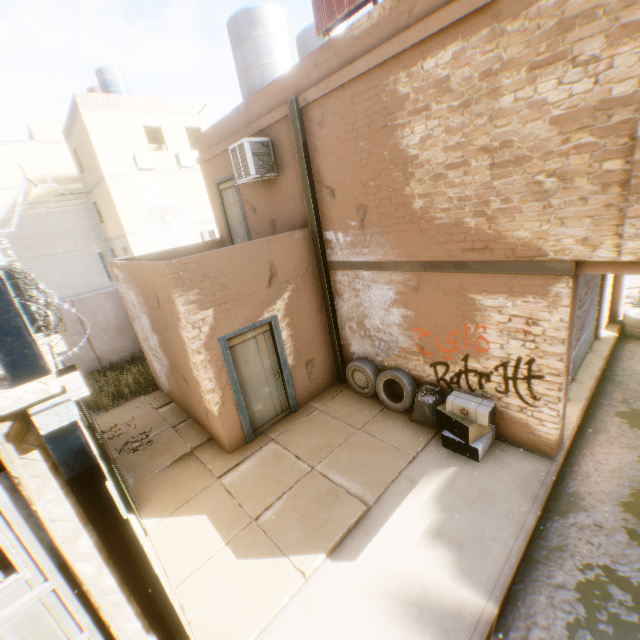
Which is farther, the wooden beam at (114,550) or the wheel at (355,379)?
the wheel at (355,379)

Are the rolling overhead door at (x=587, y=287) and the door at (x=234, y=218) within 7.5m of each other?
no

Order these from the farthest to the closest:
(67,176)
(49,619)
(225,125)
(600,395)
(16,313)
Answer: (67,176) < (225,125) < (600,395) < (49,619) < (16,313)

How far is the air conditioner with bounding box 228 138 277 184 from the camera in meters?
7.3 m

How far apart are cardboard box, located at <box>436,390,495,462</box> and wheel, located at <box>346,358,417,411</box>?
0.43m

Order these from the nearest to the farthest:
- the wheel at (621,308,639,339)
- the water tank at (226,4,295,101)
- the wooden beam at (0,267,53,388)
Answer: the wooden beam at (0,267,53,388) < the water tank at (226,4,295,101) < the wheel at (621,308,639,339)

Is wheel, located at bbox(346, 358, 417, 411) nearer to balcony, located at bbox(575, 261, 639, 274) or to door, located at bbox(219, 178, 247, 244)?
balcony, located at bbox(575, 261, 639, 274)

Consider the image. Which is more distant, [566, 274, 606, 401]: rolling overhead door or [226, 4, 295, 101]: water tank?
[226, 4, 295, 101]: water tank
